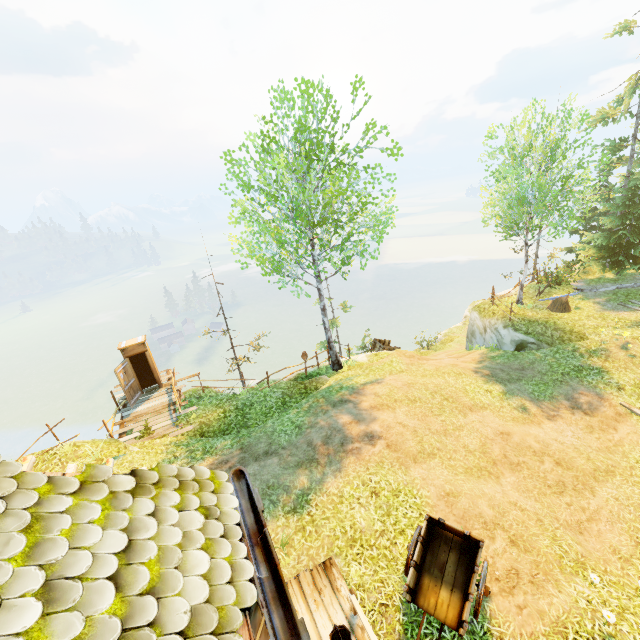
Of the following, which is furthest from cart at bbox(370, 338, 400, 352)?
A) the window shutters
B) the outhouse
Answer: the window shutters

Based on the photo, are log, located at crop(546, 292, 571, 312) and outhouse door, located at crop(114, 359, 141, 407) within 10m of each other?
no

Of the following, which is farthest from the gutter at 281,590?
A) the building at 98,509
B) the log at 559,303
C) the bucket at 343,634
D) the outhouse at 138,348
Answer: the log at 559,303

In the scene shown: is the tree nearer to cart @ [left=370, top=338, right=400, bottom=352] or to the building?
the building

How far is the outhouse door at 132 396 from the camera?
14.5m

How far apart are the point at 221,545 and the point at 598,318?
21.5m

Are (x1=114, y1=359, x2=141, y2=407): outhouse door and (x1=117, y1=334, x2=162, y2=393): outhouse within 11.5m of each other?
yes

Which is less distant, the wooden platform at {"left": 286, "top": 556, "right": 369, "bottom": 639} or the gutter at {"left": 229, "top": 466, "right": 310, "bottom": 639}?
the gutter at {"left": 229, "top": 466, "right": 310, "bottom": 639}
